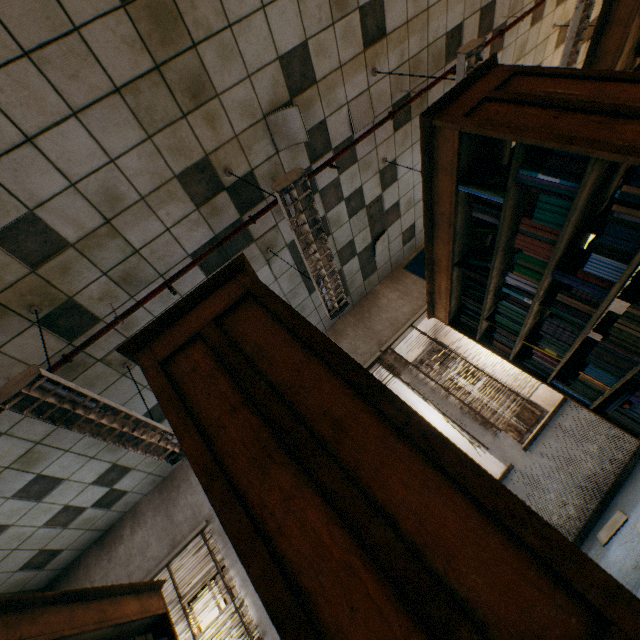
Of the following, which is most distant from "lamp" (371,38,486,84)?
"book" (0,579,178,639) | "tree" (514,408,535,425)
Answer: "tree" (514,408,535,425)

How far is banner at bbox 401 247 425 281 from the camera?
5.7 meters

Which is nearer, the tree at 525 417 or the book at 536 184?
the book at 536 184

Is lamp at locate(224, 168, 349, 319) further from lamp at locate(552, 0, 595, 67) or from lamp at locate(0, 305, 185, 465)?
lamp at locate(552, 0, 595, 67)

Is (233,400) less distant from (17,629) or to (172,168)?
(17,629)

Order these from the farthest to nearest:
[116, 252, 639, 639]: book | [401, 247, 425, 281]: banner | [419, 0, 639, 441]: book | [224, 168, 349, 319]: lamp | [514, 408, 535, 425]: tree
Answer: [514, 408, 535, 425]: tree → [401, 247, 425, 281]: banner → [224, 168, 349, 319]: lamp → [419, 0, 639, 441]: book → [116, 252, 639, 639]: book

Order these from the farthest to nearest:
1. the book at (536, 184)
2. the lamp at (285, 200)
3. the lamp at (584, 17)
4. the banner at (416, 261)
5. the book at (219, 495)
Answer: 1. the banner at (416, 261)
2. the lamp at (584, 17)
3. the lamp at (285, 200)
4. the book at (536, 184)
5. the book at (219, 495)

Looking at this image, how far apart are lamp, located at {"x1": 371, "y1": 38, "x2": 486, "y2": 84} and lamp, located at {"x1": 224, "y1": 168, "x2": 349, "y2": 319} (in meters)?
1.74
